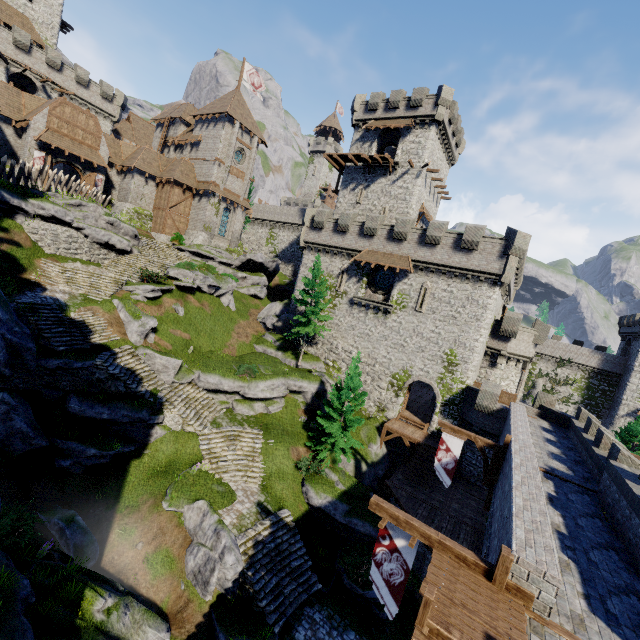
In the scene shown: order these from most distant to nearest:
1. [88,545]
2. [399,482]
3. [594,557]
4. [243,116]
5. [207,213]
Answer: [243,116] < [207,213] < [399,482] < [88,545] < [594,557]

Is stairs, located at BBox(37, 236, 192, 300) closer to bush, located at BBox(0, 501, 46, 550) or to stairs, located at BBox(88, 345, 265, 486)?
stairs, located at BBox(88, 345, 265, 486)

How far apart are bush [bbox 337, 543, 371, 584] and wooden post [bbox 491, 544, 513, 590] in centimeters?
1230cm

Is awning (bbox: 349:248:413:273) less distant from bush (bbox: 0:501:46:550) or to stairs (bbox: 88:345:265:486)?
stairs (bbox: 88:345:265:486)

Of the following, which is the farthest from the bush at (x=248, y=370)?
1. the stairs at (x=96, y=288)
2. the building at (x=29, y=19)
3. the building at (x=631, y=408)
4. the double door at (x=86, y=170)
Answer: the building at (x=631, y=408)

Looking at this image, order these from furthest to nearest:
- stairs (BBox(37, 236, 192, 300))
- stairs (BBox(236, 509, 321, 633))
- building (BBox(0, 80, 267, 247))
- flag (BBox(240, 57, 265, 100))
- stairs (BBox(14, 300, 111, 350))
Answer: flag (BBox(240, 57, 265, 100)) → building (BBox(0, 80, 267, 247)) → stairs (BBox(37, 236, 192, 300)) → stairs (BBox(14, 300, 111, 350)) → stairs (BBox(236, 509, 321, 633))

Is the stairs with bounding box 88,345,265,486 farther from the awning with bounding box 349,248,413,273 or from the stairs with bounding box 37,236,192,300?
the awning with bounding box 349,248,413,273

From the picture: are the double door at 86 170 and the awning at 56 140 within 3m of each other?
yes
